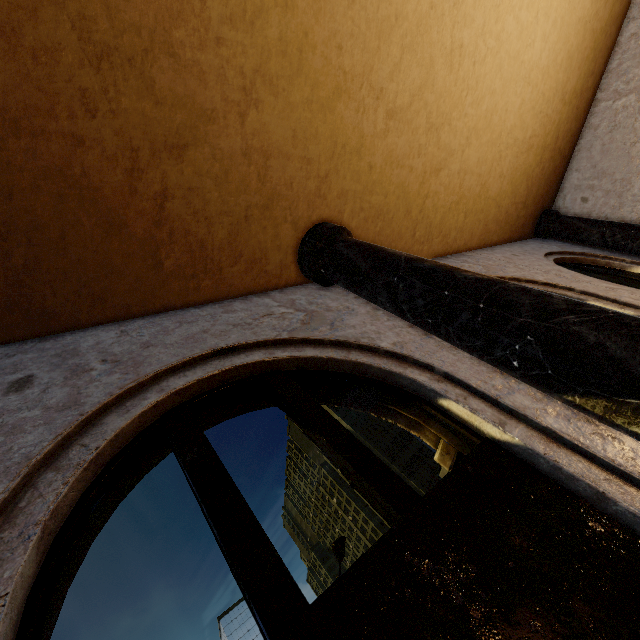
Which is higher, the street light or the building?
the street light

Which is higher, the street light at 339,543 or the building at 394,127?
the street light at 339,543

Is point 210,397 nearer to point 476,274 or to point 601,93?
point 476,274

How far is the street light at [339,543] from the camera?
11.84m

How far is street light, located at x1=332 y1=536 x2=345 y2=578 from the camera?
11.8m

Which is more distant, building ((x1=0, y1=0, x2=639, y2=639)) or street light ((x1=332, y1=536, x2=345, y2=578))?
street light ((x1=332, y1=536, x2=345, y2=578))
